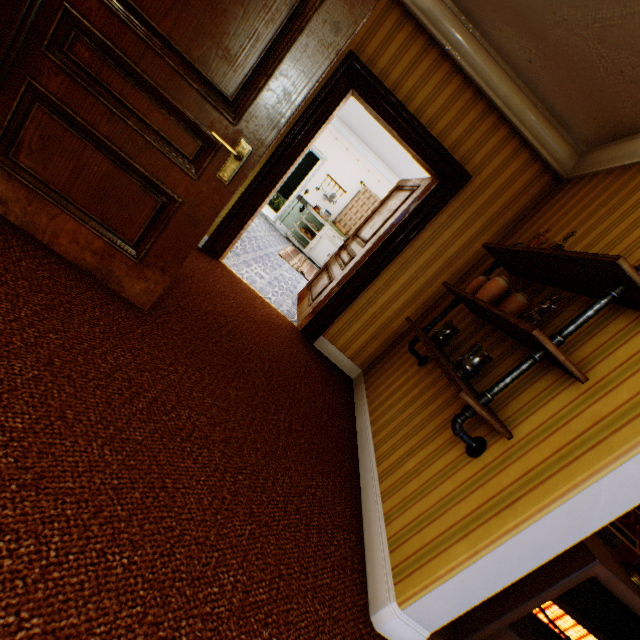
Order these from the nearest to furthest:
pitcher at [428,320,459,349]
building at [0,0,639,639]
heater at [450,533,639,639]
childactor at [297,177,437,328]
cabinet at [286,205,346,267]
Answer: building at [0,0,639,639]
heater at [450,533,639,639]
pitcher at [428,320,459,349]
childactor at [297,177,437,328]
cabinet at [286,205,346,267]

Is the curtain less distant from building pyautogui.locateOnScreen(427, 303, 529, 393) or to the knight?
building pyautogui.locateOnScreen(427, 303, 529, 393)

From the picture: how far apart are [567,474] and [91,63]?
2.8 meters

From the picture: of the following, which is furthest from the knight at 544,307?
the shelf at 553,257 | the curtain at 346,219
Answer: the curtain at 346,219

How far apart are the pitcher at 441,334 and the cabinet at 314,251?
6.4m

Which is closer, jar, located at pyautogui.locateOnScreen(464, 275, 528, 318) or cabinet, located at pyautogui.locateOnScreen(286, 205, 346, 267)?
jar, located at pyautogui.locateOnScreen(464, 275, 528, 318)

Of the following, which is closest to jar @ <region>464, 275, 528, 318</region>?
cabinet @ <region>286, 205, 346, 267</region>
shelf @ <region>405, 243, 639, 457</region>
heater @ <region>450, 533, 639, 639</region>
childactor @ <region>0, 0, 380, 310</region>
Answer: shelf @ <region>405, 243, 639, 457</region>

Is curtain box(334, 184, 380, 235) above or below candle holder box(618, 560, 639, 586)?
above
